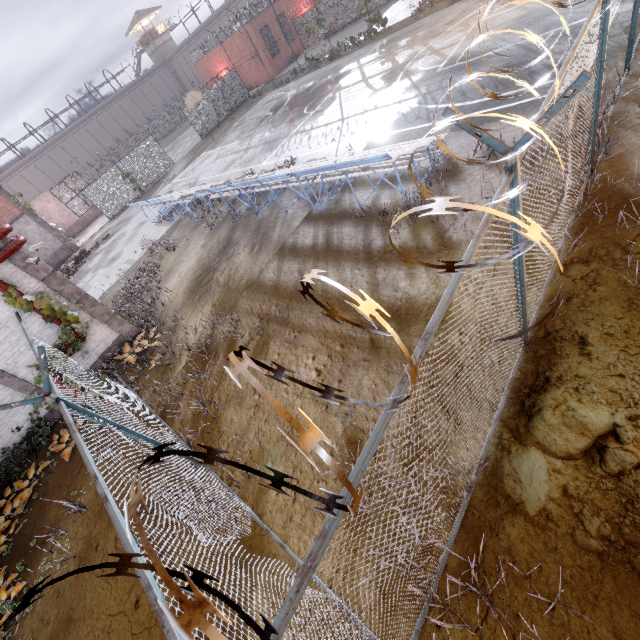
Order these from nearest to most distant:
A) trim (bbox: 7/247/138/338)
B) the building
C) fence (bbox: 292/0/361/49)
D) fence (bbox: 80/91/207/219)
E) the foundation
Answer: trim (bbox: 7/247/138/338), fence (bbox: 80/91/207/219), the foundation, fence (bbox: 292/0/361/49), the building

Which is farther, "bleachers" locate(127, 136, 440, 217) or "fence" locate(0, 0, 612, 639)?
"bleachers" locate(127, 136, 440, 217)

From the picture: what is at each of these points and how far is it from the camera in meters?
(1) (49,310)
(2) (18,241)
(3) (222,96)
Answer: (1) plant, 8.5
(2) pipe, 8.4
(3) fence, 32.3

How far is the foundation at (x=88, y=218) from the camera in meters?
30.9

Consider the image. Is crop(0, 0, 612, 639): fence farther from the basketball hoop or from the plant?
the basketball hoop

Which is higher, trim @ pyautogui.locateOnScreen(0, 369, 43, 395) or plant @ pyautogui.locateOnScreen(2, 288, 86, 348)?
plant @ pyautogui.locateOnScreen(2, 288, 86, 348)

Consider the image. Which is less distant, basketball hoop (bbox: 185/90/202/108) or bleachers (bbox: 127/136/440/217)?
bleachers (bbox: 127/136/440/217)

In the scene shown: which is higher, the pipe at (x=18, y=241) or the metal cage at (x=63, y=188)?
the pipe at (x=18, y=241)
